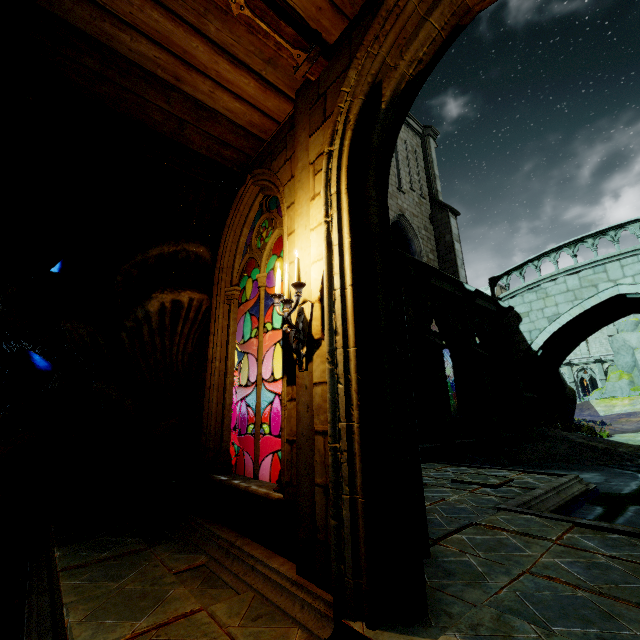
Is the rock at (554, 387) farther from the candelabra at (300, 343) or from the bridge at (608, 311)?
the candelabra at (300, 343)

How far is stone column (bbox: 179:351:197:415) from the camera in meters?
5.0 m

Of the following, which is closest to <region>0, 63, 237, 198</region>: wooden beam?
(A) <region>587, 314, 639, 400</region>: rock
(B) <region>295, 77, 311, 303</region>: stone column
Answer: (B) <region>295, 77, 311, 303</region>: stone column

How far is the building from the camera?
17.06m

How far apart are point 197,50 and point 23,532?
6.64m

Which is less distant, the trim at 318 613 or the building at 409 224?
the trim at 318 613

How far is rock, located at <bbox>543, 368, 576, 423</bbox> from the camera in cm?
1458

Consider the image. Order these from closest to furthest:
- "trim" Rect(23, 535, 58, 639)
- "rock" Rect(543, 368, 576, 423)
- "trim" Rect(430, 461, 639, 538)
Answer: "trim" Rect(23, 535, 58, 639) < "trim" Rect(430, 461, 639, 538) < "rock" Rect(543, 368, 576, 423)
